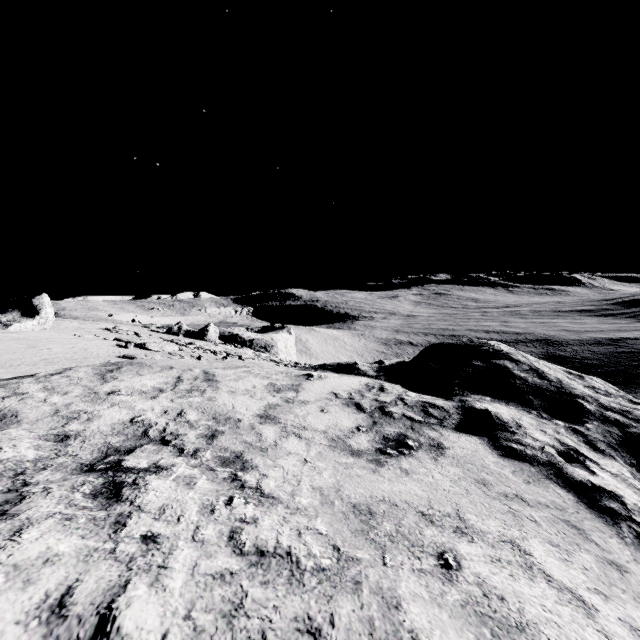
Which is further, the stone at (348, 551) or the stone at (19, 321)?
the stone at (19, 321)

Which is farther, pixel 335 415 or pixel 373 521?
pixel 335 415

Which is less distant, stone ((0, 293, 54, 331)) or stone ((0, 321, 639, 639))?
stone ((0, 321, 639, 639))

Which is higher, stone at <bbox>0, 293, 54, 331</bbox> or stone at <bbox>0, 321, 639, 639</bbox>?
stone at <bbox>0, 293, 54, 331</bbox>

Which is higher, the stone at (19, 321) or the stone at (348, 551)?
the stone at (19, 321)
